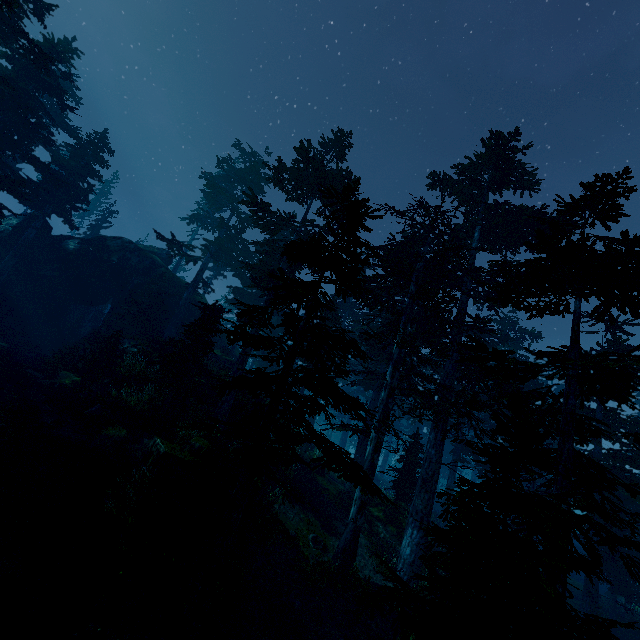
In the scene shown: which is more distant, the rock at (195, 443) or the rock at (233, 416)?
the rock at (233, 416)

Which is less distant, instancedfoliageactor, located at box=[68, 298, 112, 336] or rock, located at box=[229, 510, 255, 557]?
rock, located at box=[229, 510, 255, 557]

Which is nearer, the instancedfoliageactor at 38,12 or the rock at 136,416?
the rock at 136,416

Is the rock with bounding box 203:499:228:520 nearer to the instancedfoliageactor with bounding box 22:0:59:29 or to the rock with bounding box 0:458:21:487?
the instancedfoliageactor with bounding box 22:0:59:29

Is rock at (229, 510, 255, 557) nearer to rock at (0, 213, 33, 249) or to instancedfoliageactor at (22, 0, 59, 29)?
instancedfoliageactor at (22, 0, 59, 29)

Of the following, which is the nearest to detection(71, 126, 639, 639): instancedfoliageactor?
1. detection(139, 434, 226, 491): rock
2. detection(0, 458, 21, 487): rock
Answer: detection(139, 434, 226, 491): rock

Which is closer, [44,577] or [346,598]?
[44,577]

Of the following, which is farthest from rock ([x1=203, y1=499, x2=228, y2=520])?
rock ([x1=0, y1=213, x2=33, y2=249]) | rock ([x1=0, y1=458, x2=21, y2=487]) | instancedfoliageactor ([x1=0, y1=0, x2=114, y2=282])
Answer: rock ([x1=0, y1=458, x2=21, y2=487])
